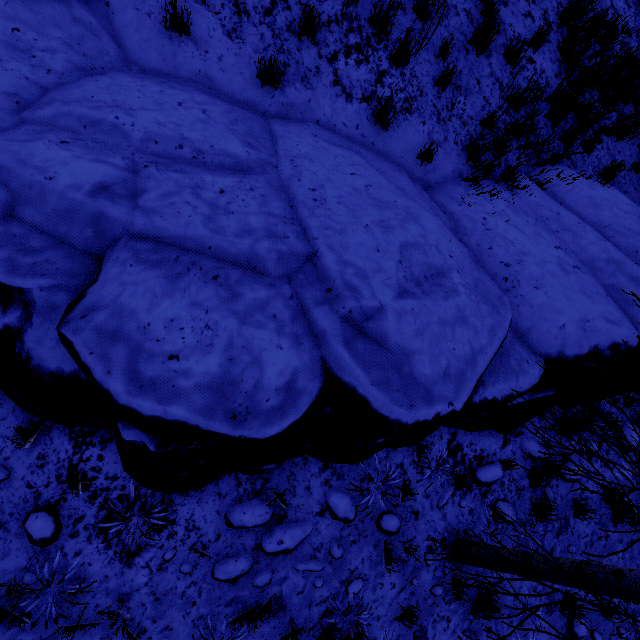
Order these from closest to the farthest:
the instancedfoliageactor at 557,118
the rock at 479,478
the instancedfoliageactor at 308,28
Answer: the instancedfoliageactor at 308,28 < the rock at 479,478 < the instancedfoliageactor at 557,118

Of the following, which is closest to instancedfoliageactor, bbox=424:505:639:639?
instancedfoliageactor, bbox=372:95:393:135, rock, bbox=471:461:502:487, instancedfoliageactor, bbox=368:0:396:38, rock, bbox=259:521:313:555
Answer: rock, bbox=471:461:502:487

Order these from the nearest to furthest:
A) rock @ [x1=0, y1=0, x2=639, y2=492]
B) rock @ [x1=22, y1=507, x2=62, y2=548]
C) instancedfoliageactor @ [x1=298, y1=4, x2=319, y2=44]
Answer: rock @ [x1=0, y1=0, x2=639, y2=492], rock @ [x1=22, y1=507, x2=62, y2=548], instancedfoliageactor @ [x1=298, y1=4, x2=319, y2=44]

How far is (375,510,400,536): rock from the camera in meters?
4.2

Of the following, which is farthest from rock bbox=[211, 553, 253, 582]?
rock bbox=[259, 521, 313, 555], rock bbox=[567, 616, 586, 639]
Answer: rock bbox=[567, 616, 586, 639]

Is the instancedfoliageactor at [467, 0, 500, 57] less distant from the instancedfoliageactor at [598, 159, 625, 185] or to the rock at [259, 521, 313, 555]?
the instancedfoliageactor at [598, 159, 625, 185]

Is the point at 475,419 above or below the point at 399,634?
above

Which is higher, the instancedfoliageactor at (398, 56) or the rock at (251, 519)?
the instancedfoliageactor at (398, 56)
